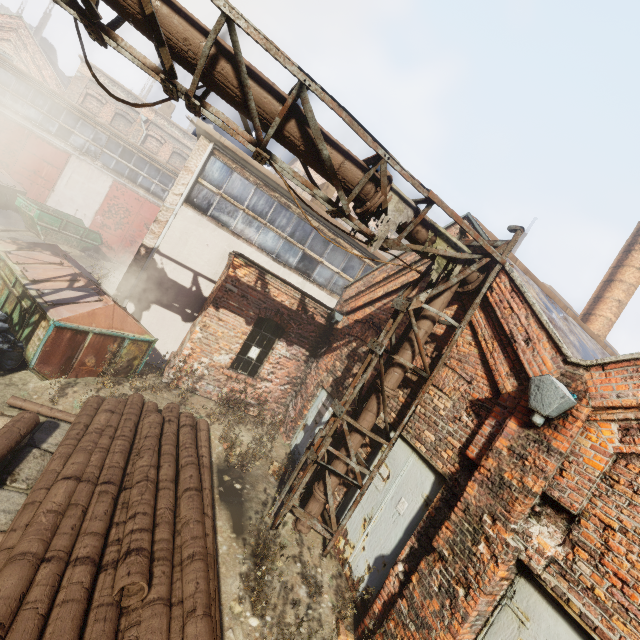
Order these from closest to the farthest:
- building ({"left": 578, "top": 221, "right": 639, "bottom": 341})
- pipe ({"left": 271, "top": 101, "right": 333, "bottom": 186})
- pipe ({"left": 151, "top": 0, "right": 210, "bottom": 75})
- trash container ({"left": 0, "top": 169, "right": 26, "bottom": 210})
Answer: pipe ({"left": 151, "top": 0, "right": 210, "bottom": 75})
pipe ({"left": 271, "top": 101, "right": 333, "bottom": 186})
building ({"left": 578, "top": 221, "right": 639, "bottom": 341})
trash container ({"left": 0, "top": 169, "right": 26, "bottom": 210})

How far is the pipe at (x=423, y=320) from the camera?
5.9 meters

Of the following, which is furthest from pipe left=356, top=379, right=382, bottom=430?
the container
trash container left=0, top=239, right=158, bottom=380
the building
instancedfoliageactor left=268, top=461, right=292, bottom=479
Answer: the container

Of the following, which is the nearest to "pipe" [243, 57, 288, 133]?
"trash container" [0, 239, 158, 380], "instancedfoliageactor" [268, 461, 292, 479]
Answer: "instancedfoliageactor" [268, 461, 292, 479]

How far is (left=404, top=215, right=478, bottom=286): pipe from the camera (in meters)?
5.25

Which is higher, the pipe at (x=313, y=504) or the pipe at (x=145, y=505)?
the pipe at (x=313, y=504)

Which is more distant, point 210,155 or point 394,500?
point 210,155

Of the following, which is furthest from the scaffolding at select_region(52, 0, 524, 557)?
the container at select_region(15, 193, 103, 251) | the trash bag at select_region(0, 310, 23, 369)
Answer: the container at select_region(15, 193, 103, 251)
